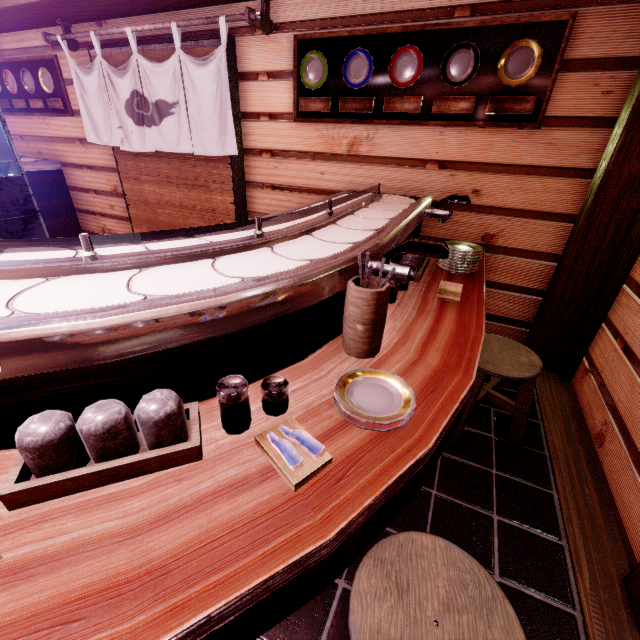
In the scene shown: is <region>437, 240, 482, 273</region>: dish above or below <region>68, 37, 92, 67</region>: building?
below

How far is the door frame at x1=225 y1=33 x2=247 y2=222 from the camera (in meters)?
5.51

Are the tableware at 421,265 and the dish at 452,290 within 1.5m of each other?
yes

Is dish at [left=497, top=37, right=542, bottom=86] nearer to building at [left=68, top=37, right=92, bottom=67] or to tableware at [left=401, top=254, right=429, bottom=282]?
building at [left=68, top=37, right=92, bottom=67]

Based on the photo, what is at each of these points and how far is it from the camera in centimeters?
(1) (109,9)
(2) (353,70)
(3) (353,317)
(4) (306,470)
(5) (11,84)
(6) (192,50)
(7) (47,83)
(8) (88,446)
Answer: (1) wood bar, 579cm
(2) dish, 491cm
(3) tableware, 235cm
(4) dish, 152cm
(5) dish, 806cm
(6) blind, 562cm
(7) dish, 756cm
(8) tableware, 148cm

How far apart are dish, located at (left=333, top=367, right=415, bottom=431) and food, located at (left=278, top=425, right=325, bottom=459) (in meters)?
0.31

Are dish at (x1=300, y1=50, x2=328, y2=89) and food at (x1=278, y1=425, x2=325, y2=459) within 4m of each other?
no

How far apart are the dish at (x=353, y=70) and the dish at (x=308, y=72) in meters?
0.3 m
